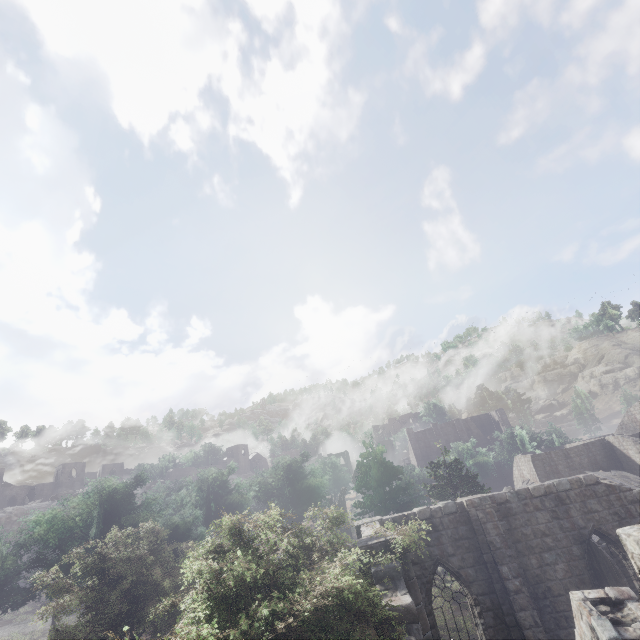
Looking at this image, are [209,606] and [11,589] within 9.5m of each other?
no

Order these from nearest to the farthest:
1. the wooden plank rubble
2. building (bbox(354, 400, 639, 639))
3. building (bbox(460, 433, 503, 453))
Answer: building (bbox(354, 400, 639, 639))
the wooden plank rubble
building (bbox(460, 433, 503, 453))

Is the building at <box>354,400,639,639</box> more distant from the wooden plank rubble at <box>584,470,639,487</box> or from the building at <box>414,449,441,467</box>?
the building at <box>414,449,441,467</box>

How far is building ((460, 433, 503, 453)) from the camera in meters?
58.9

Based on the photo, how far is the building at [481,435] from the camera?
58.9 meters

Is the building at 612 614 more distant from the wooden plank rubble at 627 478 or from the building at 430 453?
the building at 430 453

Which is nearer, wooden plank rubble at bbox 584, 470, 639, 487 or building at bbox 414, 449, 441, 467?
wooden plank rubble at bbox 584, 470, 639, 487
